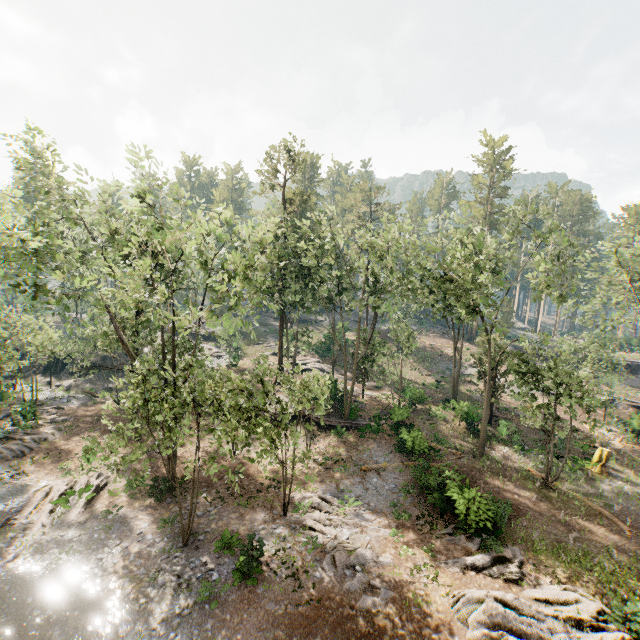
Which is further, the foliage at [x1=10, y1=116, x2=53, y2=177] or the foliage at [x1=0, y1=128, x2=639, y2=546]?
the foliage at [x1=10, y1=116, x2=53, y2=177]

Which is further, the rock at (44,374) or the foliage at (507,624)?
the rock at (44,374)

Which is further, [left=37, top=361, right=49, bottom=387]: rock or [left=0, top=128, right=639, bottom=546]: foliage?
[left=37, top=361, right=49, bottom=387]: rock

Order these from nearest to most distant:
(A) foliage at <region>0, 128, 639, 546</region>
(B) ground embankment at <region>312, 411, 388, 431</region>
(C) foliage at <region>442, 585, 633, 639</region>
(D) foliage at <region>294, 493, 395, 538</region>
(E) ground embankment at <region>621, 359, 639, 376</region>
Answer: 1. (C) foliage at <region>442, 585, 633, 639</region>
2. (A) foliage at <region>0, 128, 639, 546</region>
3. (D) foliage at <region>294, 493, 395, 538</region>
4. (B) ground embankment at <region>312, 411, 388, 431</region>
5. (E) ground embankment at <region>621, 359, 639, 376</region>

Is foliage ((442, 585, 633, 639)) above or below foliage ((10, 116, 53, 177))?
below

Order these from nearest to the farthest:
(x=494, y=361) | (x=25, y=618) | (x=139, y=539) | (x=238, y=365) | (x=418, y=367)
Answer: (x=25, y=618)
(x=139, y=539)
(x=494, y=361)
(x=238, y=365)
(x=418, y=367)

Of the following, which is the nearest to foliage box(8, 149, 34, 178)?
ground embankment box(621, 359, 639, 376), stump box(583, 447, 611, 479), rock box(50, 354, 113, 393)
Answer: rock box(50, 354, 113, 393)

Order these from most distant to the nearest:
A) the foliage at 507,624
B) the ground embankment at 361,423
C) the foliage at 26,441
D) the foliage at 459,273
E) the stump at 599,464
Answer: the ground embankment at 361,423 < the stump at 599,464 < the foliage at 26,441 < the foliage at 459,273 < the foliage at 507,624
